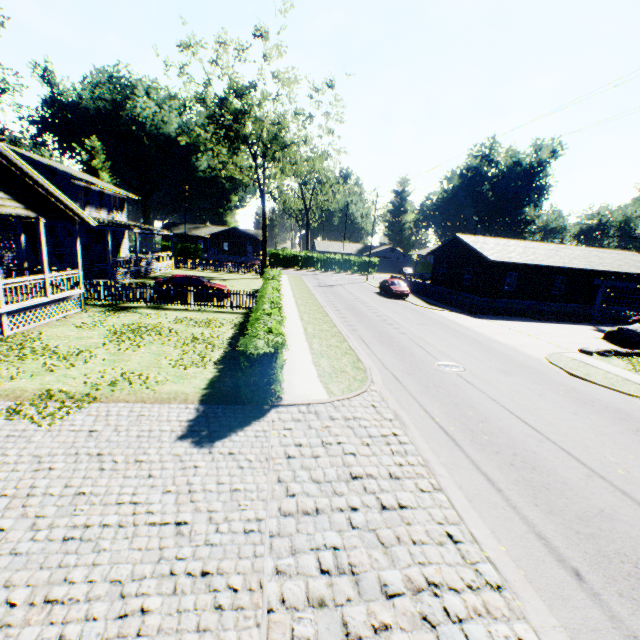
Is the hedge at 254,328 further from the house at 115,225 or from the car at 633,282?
the car at 633,282

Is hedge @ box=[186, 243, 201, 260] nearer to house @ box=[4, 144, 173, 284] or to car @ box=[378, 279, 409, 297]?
house @ box=[4, 144, 173, 284]

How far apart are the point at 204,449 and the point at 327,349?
7.59m

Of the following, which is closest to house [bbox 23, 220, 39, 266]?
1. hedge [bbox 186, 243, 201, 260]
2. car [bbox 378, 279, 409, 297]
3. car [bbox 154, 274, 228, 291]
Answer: car [bbox 154, 274, 228, 291]

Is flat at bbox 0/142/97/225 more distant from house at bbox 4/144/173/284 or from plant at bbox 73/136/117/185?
plant at bbox 73/136/117/185

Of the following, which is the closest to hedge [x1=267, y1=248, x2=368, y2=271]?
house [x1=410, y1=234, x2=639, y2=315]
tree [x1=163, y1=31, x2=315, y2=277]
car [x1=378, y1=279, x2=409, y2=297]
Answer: house [x1=410, y1=234, x2=639, y2=315]

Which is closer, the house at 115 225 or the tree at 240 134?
the house at 115 225

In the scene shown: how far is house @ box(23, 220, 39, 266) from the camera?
22.41m
